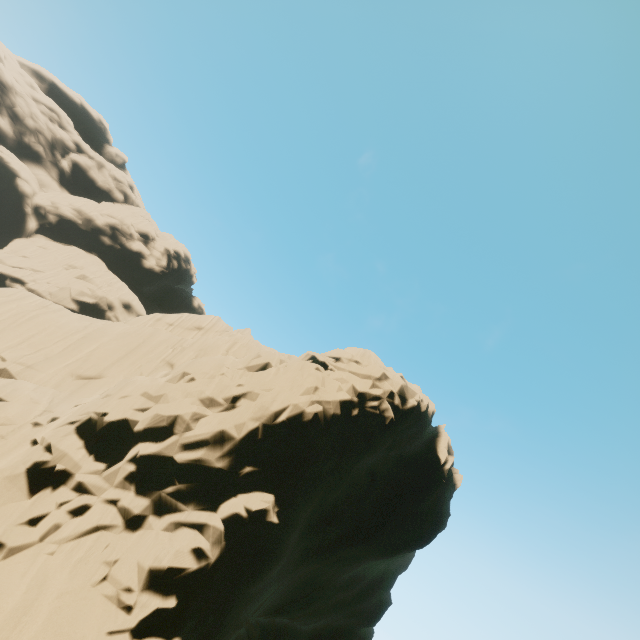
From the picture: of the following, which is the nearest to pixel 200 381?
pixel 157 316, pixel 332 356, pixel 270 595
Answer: pixel 332 356
